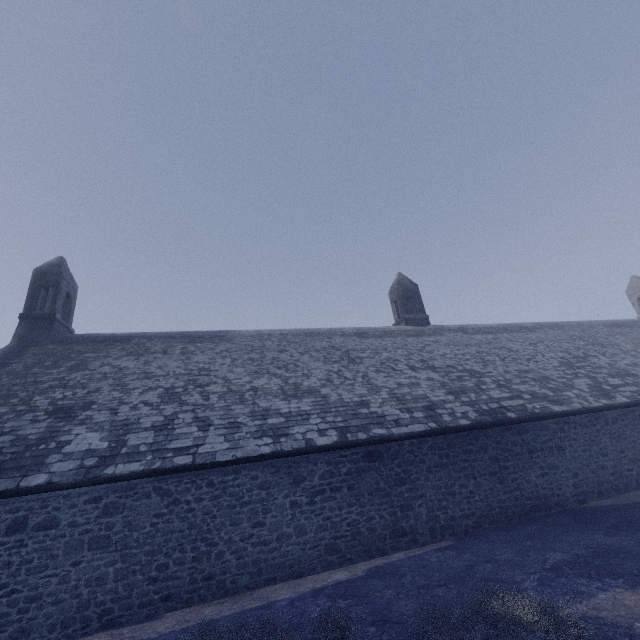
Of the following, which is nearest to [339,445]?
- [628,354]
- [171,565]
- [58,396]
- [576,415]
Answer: [171,565]
